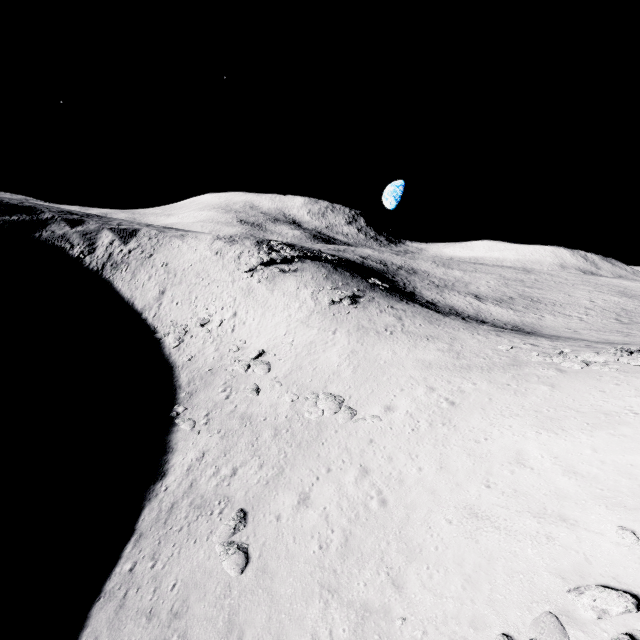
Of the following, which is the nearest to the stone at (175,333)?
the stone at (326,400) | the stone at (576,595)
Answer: the stone at (326,400)

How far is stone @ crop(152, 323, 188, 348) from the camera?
33.8m

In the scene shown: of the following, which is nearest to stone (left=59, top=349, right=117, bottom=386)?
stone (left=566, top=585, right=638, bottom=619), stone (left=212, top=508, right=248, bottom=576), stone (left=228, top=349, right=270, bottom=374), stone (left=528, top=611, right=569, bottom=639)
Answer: stone (left=228, top=349, right=270, bottom=374)

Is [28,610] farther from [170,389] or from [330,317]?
[330,317]

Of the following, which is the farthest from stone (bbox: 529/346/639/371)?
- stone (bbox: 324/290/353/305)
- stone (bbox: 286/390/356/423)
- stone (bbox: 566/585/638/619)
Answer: stone (bbox: 324/290/353/305)

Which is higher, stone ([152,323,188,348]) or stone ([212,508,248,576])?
stone ([152,323,188,348])

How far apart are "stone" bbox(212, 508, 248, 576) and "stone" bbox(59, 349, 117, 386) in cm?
2226

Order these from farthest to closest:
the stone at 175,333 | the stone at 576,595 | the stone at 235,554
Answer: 1. the stone at 175,333
2. the stone at 235,554
3. the stone at 576,595
